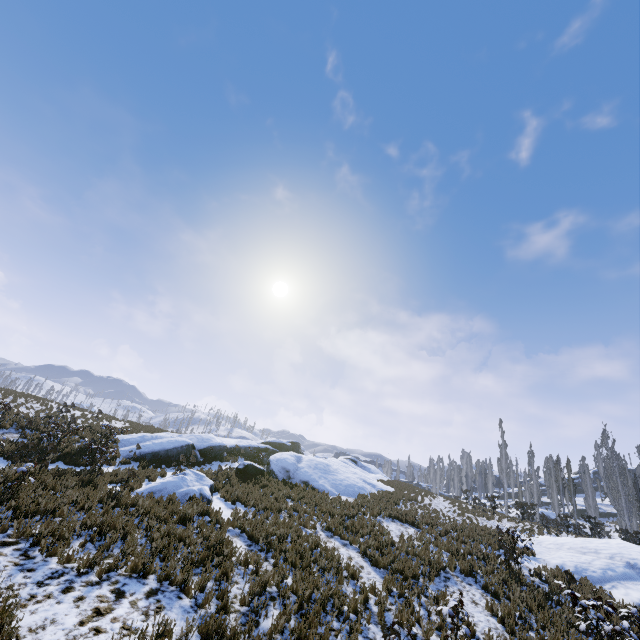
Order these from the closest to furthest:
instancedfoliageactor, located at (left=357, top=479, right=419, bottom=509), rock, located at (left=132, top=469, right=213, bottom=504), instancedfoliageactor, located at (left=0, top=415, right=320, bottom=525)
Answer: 1. instancedfoliageactor, located at (left=0, top=415, right=320, bottom=525)
2. rock, located at (left=132, top=469, right=213, bottom=504)
3. instancedfoliageactor, located at (left=357, top=479, right=419, bottom=509)

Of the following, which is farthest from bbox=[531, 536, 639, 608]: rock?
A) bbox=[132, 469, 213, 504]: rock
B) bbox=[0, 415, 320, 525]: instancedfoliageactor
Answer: bbox=[132, 469, 213, 504]: rock

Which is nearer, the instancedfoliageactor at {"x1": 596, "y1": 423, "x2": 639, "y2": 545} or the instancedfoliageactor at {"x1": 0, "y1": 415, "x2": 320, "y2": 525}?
the instancedfoliageactor at {"x1": 0, "y1": 415, "x2": 320, "y2": 525}

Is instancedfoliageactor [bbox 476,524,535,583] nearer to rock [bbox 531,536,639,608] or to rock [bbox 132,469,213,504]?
rock [bbox 531,536,639,608]

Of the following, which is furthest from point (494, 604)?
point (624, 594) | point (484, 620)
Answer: point (624, 594)

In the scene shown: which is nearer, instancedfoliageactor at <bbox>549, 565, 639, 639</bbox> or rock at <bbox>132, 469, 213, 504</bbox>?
instancedfoliageactor at <bbox>549, 565, 639, 639</bbox>

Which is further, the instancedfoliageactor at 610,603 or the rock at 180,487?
the rock at 180,487

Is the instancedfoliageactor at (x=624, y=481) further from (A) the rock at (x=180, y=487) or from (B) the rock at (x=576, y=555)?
(A) the rock at (x=180, y=487)
